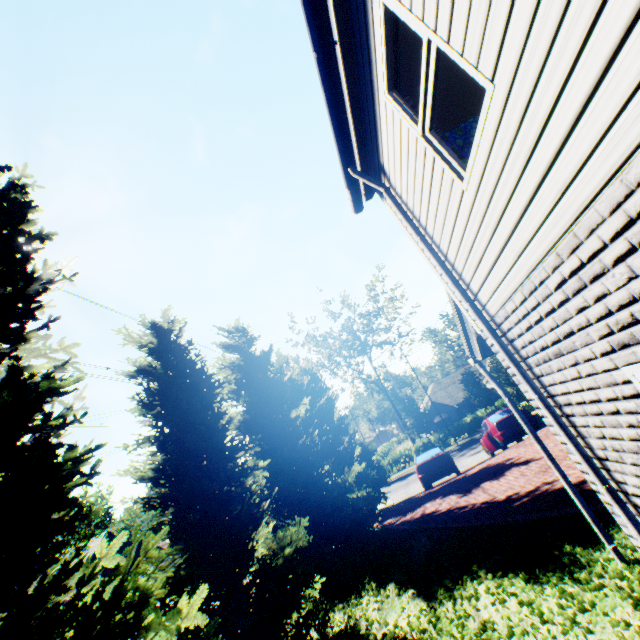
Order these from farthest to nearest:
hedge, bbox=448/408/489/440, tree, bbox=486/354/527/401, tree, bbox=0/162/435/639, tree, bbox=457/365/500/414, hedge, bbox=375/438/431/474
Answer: hedge, bbox=375/438/431/474 → hedge, bbox=448/408/489/440 → tree, bbox=457/365/500/414 → tree, bbox=486/354/527/401 → tree, bbox=0/162/435/639

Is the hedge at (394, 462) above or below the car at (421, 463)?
below

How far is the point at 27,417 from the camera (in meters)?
3.79

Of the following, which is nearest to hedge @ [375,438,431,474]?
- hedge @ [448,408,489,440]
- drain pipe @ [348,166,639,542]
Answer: hedge @ [448,408,489,440]

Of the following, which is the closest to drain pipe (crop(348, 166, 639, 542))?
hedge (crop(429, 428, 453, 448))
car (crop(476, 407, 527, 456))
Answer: car (crop(476, 407, 527, 456))

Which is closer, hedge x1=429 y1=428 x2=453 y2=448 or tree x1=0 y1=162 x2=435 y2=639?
tree x1=0 y1=162 x2=435 y2=639

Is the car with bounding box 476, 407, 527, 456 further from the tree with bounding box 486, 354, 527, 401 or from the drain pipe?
the drain pipe

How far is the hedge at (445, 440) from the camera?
36.6 meters
